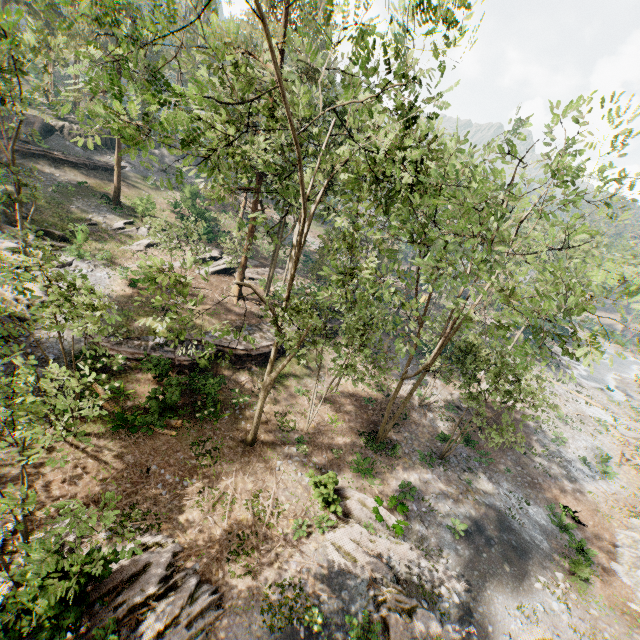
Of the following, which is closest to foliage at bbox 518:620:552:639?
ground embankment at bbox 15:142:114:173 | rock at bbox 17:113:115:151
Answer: rock at bbox 17:113:115:151

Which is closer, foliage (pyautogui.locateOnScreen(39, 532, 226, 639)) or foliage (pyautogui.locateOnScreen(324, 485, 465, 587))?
foliage (pyautogui.locateOnScreen(39, 532, 226, 639))

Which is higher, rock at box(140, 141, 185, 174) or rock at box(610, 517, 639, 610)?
rock at box(140, 141, 185, 174)

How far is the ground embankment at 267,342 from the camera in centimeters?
2338cm

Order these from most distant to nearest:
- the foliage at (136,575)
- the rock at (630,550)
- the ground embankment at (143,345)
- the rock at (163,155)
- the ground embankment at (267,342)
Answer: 1. the rock at (163,155)
2. the ground embankment at (267,342)
3. the ground embankment at (143,345)
4. the rock at (630,550)
5. the foliage at (136,575)

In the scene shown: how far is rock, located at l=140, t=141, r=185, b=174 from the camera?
44.7 meters

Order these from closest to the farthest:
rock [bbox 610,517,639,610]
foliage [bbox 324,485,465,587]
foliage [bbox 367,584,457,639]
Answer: foliage [bbox 367,584,457,639]
foliage [bbox 324,485,465,587]
rock [bbox 610,517,639,610]

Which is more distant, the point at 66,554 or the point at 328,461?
the point at 328,461
